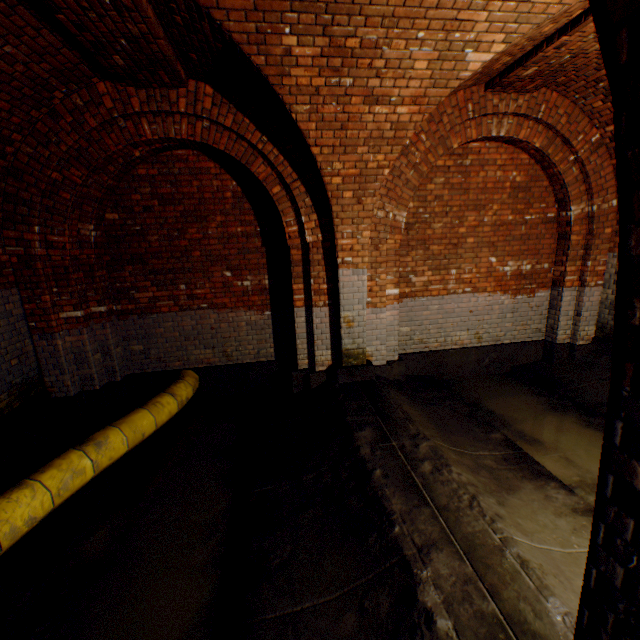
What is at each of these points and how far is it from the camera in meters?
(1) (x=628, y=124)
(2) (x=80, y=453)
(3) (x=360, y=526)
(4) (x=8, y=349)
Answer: (1) support arch, 0.8
(2) large conduit, 3.4
(3) building tunnel, 2.7
(4) building tunnel, 4.3

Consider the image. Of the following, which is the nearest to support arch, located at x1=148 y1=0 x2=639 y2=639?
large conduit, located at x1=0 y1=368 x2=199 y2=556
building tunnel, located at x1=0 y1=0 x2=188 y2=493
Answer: building tunnel, located at x1=0 y1=0 x2=188 y2=493

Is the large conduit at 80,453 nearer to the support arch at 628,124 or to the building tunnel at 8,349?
the building tunnel at 8,349

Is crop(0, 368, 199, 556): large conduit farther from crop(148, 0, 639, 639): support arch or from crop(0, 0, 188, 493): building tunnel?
crop(148, 0, 639, 639): support arch

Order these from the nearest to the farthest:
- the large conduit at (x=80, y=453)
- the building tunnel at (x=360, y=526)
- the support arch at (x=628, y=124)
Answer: the support arch at (x=628, y=124) < the building tunnel at (x=360, y=526) < the large conduit at (x=80, y=453)

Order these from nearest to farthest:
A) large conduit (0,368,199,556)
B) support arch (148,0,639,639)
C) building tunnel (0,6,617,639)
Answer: support arch (148,0,639,639) → building tunnel (0,6,617,639) → large conduit (0,368,199,556)
